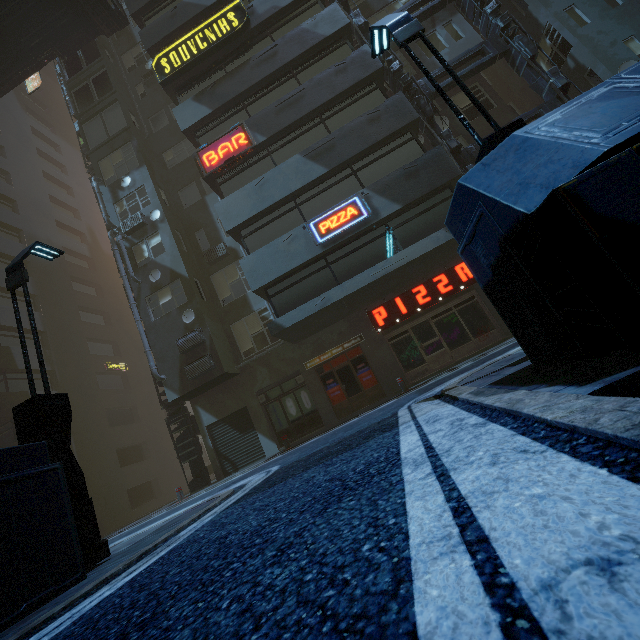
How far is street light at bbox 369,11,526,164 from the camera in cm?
463

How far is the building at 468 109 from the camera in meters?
16.5 m

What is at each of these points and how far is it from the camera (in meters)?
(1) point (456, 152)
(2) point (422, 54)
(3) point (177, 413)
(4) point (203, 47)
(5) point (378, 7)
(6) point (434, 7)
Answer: (1) building structure, 13.22
(2) building, 16.39
(3) building structure, 15.77
(4) sign, 15.47
(5) building, 17.55
(6) building structure, 14.66

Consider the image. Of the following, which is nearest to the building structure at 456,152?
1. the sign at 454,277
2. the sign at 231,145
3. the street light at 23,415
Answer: the sign at 454,277

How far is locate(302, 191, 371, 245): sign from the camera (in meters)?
12.19

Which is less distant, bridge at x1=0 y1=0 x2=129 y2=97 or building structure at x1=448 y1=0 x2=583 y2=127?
building structure at x1=448 y1=0 x2=583 y2=127

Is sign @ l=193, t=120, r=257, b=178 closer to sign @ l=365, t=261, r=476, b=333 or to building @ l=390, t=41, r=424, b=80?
building @ l=390, t=41, r=424, b=80

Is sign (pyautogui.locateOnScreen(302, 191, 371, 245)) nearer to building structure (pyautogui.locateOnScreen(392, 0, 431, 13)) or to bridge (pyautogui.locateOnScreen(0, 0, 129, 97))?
building structure (pyautogui.locateOnScreen(392, 0, 431, 13))
